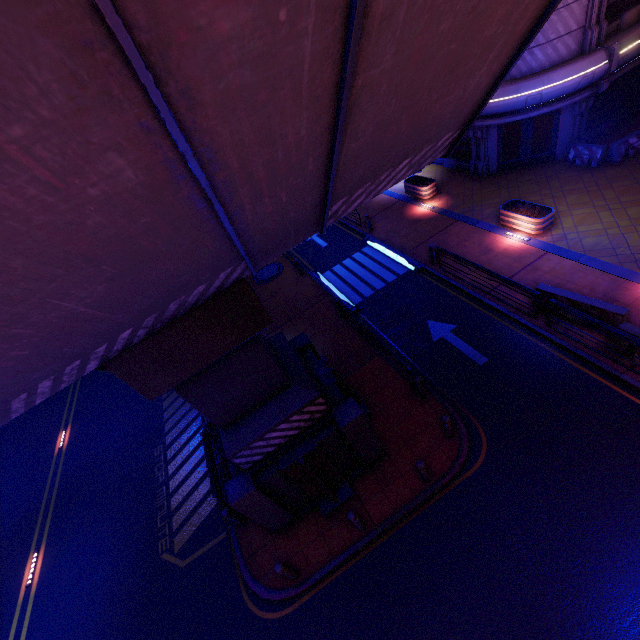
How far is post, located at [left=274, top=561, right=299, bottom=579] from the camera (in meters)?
7.97

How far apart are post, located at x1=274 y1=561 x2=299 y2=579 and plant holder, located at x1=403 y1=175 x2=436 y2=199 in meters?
19.3 m

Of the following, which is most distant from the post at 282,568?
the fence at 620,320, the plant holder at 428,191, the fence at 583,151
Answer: the fence at 583,151

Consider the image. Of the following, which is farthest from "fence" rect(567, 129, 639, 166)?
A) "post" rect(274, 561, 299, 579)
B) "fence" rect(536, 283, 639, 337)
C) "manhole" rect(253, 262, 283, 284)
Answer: "post" rect(274, 561, 299, 579)

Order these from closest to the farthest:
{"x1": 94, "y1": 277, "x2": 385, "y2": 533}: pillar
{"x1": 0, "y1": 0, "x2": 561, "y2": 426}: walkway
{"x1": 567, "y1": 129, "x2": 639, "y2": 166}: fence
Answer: {"x1": 0, "y1": 0, "x2": 561, "y2": 426}: walkway
{"x1": 94, "y1": 277, "x2": 385, "y2": 533}: pillar
{"x1": 567, "y1": 129, "x2": 639, "y2": 166}: fence

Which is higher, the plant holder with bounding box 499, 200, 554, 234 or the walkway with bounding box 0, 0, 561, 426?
the walkway with bounding box 0, 0, 561, 426

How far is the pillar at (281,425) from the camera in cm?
562

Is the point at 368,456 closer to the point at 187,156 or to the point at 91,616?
the point at 187,156
